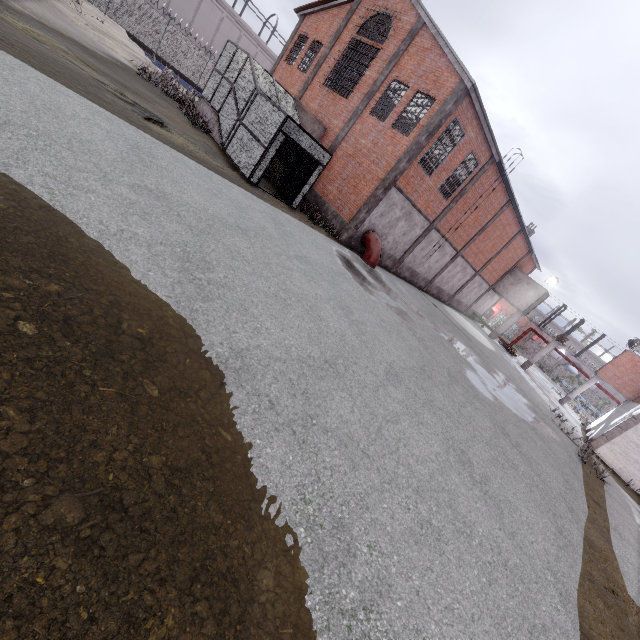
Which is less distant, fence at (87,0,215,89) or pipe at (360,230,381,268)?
pipe at (360,230,381,268)

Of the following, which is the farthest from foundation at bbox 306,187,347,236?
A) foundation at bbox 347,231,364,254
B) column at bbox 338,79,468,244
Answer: foundation at bbox 347,231,364,254

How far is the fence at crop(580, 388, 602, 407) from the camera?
57.4 meters

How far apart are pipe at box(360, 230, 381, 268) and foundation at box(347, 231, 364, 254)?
0.1 meters

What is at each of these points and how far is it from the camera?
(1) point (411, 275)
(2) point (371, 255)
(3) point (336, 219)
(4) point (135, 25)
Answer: (1) foundation, 24.28m
(2) pipe, 17.78m
(3) foundation, 18.17m
(4) fence, 26.91m

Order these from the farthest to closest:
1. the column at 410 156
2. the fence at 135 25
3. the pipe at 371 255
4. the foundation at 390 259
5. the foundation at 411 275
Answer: the fence at 135 25, the foundation at 411 275, the foundation at 390 259, the pipe at 371 255, the column at 410 156

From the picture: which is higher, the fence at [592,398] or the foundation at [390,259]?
the fence at [592,398]

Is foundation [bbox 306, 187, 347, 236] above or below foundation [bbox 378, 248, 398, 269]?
above
